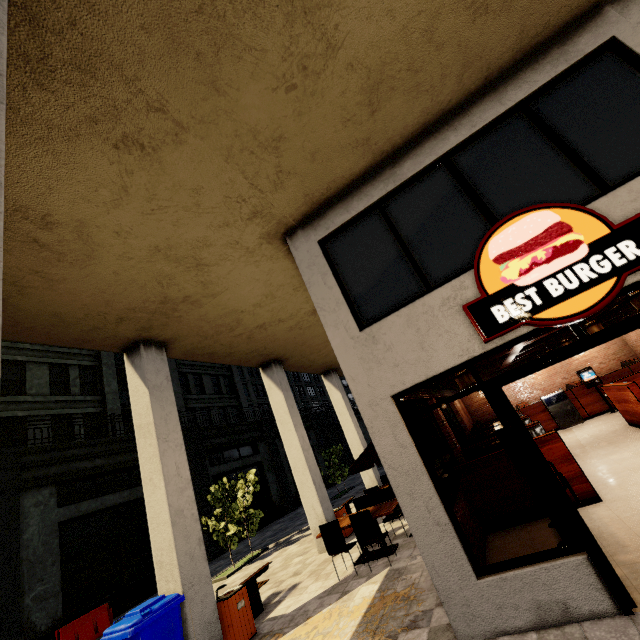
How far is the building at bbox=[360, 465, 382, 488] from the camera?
13.84m

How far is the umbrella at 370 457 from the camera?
7.4 meters

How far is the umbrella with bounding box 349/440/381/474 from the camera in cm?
742

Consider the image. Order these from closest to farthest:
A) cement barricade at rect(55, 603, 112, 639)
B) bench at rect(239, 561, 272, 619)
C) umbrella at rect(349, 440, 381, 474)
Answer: bench at rect(239, 561, 272, 619), umbrella at rect(349, 440, 381, 474), cement barricade at rect(55, 603, 112, 639)

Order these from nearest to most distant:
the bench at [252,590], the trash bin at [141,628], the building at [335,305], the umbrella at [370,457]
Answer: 1. the building at [335,305]
2. the trash bin at [141,628]
3. the bench at [252,590]
4. the umbrella at [370,457]

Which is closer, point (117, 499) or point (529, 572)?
point (529, 572)

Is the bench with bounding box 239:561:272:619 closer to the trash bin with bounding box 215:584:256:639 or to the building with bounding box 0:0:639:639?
the trash bin with bounding box 215:584:256:639

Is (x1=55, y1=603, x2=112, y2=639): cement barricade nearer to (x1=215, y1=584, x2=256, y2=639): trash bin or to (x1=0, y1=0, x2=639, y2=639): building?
(x1=0, y1=0, x2=639, y2=639): building
